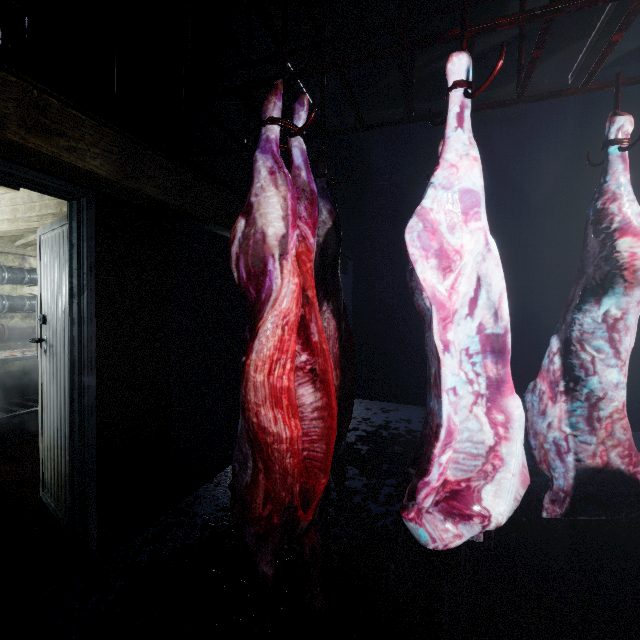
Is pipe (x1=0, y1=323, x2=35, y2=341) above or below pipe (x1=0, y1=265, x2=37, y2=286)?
below

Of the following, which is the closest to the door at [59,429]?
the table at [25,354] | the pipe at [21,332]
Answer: the table at [25,354]

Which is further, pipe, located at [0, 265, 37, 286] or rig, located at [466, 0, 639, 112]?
pipe, located at [0, 265, 37, 286]

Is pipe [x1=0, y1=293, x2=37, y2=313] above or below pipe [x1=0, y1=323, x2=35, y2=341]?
above

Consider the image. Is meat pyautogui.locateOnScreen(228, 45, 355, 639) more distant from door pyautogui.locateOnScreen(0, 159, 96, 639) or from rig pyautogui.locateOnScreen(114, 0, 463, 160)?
door pyautogui.locateOnScreen(0, 159, 96, 639)

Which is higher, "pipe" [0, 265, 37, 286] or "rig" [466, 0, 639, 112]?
"rig" [466, 0, 639, 112]

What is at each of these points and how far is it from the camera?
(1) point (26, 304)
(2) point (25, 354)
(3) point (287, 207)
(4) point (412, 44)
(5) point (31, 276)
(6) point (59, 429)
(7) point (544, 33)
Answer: (1) pipe, 3.9m
(2) table, 3.4m
(3) meat, 1.1m
(4) rig, 1.2m
(5) pipe, 3.9m
(6) door, 2.0m
(7) rig, 1.2m

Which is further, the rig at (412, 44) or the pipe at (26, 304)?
the pipe at (26, 304)
